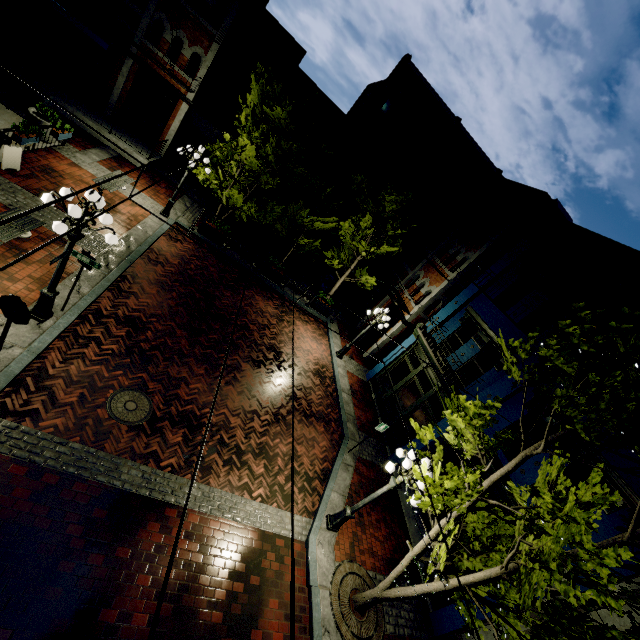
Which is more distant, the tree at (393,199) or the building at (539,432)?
the tree at (393,199)

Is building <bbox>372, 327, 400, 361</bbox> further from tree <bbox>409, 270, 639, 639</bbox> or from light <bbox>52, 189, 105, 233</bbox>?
Answer: light <bbox>52, 189, 105, 233</bbox>

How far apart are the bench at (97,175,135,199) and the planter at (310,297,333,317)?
10.5m

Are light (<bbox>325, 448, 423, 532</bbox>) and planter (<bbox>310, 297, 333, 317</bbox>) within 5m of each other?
no

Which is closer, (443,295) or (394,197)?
(394,197)

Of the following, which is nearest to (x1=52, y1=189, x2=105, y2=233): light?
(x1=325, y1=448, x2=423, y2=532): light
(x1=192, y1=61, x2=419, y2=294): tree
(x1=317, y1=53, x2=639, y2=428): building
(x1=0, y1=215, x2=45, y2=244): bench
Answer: (x1=0, y1=215, x2=45, y2=244): bench

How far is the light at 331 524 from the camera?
7.7 meters

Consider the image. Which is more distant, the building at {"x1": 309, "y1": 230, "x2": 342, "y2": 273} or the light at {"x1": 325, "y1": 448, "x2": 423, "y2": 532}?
the building at {"x1": 309, "y1": 230, "x2": 342, "y2": 273}
